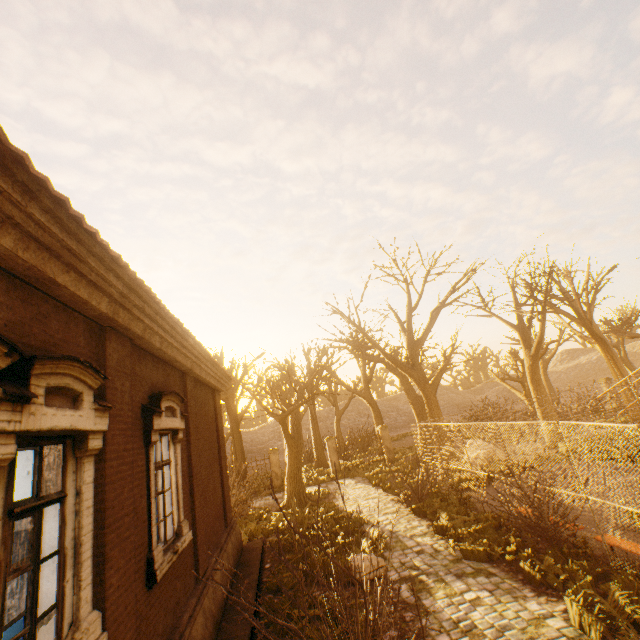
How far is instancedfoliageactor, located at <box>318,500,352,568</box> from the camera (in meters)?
8.85

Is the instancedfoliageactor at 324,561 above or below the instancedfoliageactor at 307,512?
above

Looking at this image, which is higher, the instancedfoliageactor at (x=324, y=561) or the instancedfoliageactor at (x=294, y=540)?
the instancedfoliageactor at (x=324, y=561)

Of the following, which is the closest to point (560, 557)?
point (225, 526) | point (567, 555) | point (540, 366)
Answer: point (567, 555)

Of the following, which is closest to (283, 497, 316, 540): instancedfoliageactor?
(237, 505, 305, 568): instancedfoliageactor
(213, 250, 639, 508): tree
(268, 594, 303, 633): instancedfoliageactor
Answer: (237, 505, 305, 568): instancedfoliageactor

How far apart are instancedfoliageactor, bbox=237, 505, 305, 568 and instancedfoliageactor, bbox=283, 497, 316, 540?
0.5m

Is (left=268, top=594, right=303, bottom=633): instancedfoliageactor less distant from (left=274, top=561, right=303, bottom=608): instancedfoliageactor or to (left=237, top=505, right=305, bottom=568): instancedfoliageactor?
(left=274, top=561, right=303, bottom=608): instancedfoliageactor
